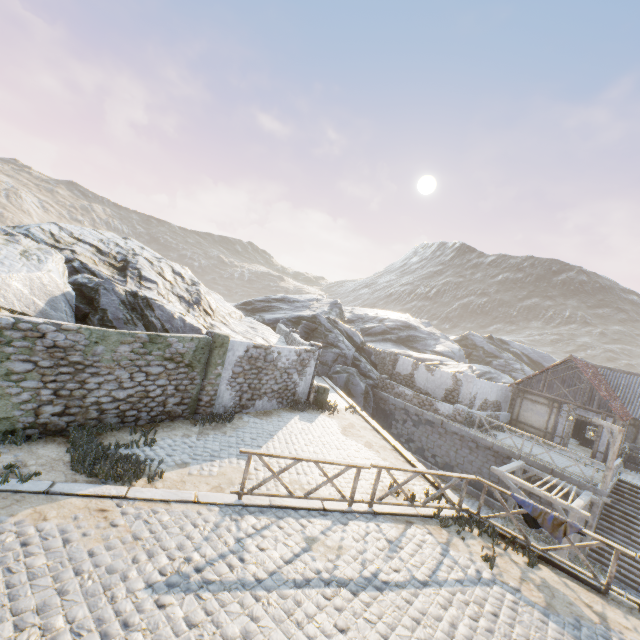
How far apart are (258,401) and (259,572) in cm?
830

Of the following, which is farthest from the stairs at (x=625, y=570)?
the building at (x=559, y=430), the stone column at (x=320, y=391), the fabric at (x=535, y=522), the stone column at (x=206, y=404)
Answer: the stone column at (x=206, y=404)

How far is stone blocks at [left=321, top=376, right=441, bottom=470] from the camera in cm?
1241

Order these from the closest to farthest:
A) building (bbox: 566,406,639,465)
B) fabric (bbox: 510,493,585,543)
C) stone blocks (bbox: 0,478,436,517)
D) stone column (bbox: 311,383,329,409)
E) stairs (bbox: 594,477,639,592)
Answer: stone blocks (bbox: 0,478,436,517) < fabric (bbox: 510,493,585,543) < stairs (bbox: 594,477,639,592) < stone column (bbox: 311,383,329,409) < building (bbox: 566,406,639,465)

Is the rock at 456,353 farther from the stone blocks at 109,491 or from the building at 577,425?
the building at 577,425

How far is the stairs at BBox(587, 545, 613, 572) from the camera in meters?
14.3 m

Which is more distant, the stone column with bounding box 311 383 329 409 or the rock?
the stone column with bounding box 311 383 329 409

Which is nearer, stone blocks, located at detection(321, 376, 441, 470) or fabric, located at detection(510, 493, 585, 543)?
fabric, located at detection(510, 493, 585, 543)
